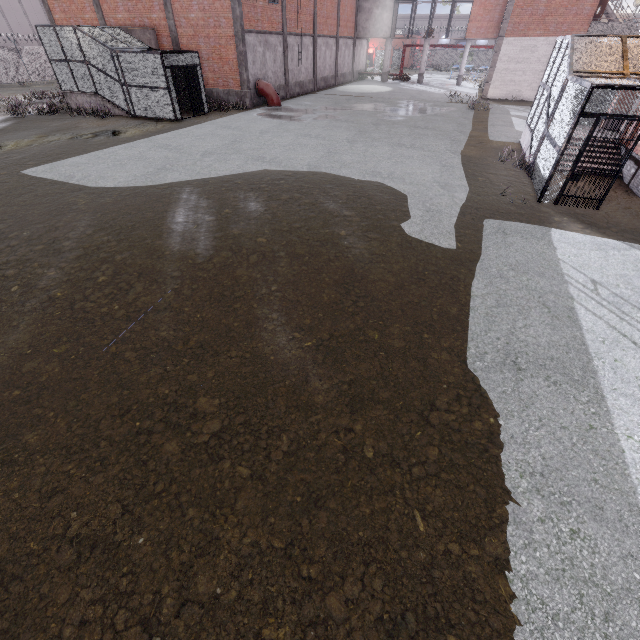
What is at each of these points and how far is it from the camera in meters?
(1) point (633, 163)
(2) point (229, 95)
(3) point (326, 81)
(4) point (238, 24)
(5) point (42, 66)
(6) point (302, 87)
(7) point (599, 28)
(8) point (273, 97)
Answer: (1) foundation, 10.9
(2) foundation, 22.2
(3) foundation, 32.6
(4) column, 19.5
(5) fence, 32.5
(6) foundation, 28.4
(7) metal railing, 24.0
(8) pipe, 22.4

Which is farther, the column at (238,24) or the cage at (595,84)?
the column at (238,24)

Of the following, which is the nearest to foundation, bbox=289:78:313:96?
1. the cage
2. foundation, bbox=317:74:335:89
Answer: foundation, bbox=317:74:335:89

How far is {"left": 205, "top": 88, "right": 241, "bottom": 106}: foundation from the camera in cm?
2200

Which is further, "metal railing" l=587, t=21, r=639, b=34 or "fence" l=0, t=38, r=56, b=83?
"fence" l=0, t=38, r=56, b=83

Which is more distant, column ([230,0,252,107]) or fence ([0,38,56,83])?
fence ([0,38,56,83])

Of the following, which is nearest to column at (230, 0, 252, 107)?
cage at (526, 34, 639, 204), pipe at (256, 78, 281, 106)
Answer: pipe at (256, 78, 281, 106)

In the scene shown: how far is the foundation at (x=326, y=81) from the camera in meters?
31.2
